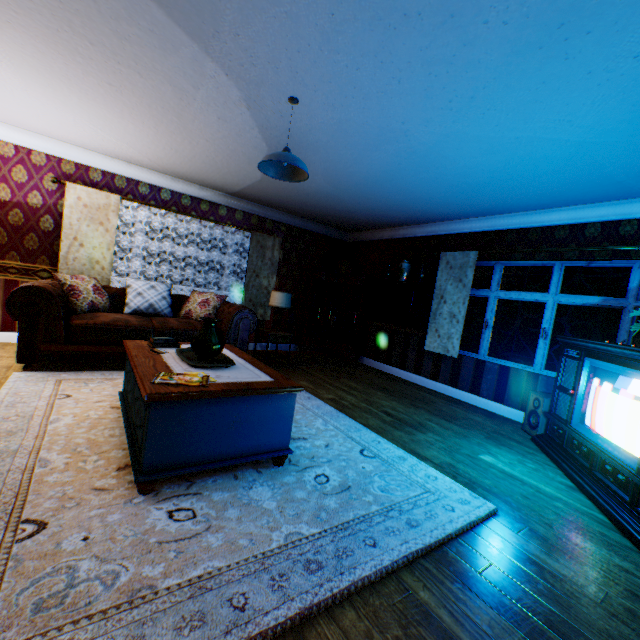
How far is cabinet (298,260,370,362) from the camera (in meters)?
7.64

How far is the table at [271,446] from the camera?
1.99m

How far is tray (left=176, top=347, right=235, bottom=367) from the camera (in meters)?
2.59

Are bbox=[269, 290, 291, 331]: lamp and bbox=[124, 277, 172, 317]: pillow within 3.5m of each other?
yes

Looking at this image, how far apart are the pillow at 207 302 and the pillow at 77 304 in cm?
95

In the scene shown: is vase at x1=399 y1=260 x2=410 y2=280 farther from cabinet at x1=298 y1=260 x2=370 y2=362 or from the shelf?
cabinet at x1=298 y1=260 x2=370 y2=362

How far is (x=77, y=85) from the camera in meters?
3.3 m

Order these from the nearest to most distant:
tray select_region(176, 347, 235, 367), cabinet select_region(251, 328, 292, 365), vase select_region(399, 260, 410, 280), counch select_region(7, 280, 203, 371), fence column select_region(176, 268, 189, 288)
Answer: tray select_region(176, 347, 235, 367), counch select_region(7, 280, 203, 371), cabinet select_region(251, 328, 292, 365), vase select_region(399, 260, 410, 280), fence column select_region(176, 268, 189, 288)
